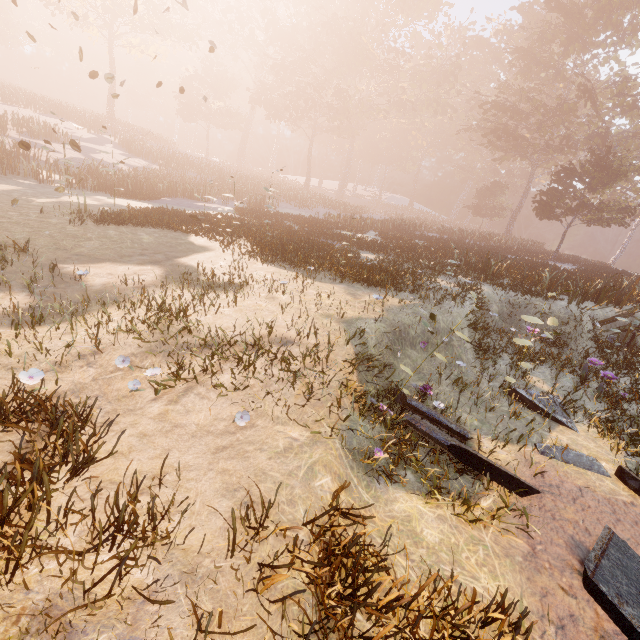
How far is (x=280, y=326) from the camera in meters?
6.3 m
